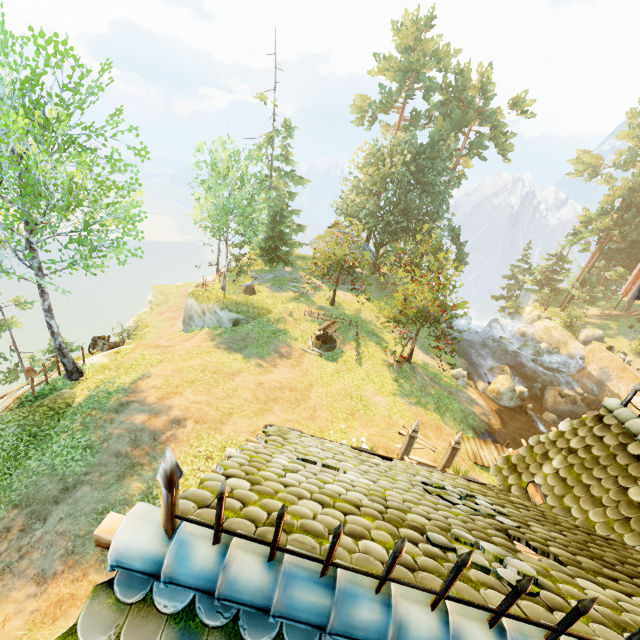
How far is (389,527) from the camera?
2.42m

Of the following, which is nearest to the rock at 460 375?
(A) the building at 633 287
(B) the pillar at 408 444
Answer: (B) the pillar at 408 444

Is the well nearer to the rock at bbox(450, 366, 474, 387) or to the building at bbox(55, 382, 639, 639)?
the rock at bbox(450, 366, 474, 387)

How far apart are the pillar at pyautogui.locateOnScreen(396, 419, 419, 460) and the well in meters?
9.1

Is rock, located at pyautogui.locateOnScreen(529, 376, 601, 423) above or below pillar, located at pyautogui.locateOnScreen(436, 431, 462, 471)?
below

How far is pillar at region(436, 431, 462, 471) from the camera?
11.8m

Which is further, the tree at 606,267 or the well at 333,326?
the tree at 606,267

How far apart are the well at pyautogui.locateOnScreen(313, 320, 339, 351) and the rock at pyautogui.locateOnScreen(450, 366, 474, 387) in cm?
833
